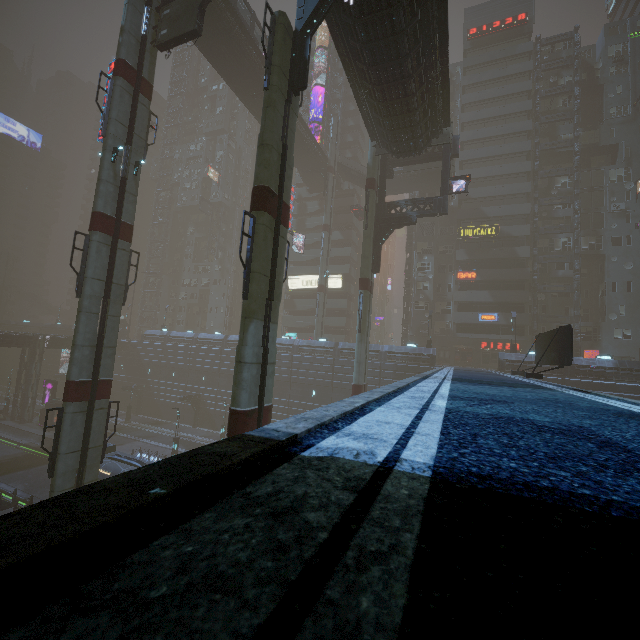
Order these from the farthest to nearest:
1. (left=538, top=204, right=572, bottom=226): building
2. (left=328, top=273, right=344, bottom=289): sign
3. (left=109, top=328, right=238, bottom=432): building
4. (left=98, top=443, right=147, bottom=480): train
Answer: (left=328, top=273, right=344, bottom=289): sign, (left=109, top=328, right=238, bottom=432): building, (left=538, top=204, right=572, bottom=226): building, (left=98, top=443, right=147, bottom=480): train

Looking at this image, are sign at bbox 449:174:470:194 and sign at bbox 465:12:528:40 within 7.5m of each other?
no

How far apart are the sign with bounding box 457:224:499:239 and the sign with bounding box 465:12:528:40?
29.18m

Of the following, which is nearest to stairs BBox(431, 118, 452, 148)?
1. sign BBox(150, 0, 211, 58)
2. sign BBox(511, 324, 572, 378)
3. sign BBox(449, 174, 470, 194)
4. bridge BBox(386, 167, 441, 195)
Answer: bridge BBox(386, 167, 441, 195)

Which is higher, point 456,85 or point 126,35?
point 456,85

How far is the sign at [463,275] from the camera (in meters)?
44.50

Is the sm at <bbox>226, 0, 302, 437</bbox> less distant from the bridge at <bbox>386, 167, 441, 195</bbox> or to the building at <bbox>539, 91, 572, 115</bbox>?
the building at <bbox>539, 91, 572, 115</bbox>

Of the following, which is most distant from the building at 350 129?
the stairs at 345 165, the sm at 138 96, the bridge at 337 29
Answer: the stairs at 345 165
